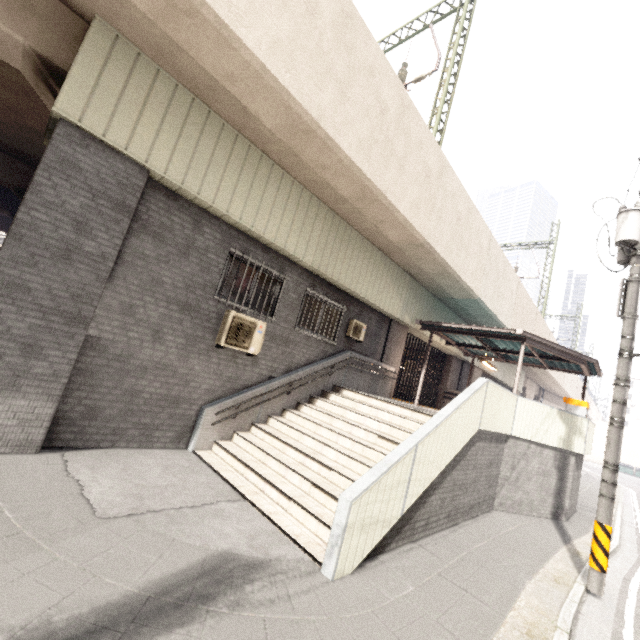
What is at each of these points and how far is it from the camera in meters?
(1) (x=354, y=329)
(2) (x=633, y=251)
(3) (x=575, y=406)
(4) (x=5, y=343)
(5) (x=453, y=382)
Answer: (1) air conditioner, 10.7 m
(2) utility pole, 6.9 m
(3) ticket machine, 12.1 m
(4) concrete pillar, 4.8 m
(5) concrete pillar, 17.5 m

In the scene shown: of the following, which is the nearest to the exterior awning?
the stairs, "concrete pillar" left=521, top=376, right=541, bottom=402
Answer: the stairs

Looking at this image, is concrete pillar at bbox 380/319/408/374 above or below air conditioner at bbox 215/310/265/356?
above

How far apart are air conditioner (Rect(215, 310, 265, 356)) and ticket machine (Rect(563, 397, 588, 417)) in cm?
1197

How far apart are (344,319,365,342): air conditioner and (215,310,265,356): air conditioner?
3.3m

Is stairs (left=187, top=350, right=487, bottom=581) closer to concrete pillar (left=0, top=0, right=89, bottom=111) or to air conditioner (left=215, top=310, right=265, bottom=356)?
air conditioner (left=215, top=310, right=265, bottom=356)

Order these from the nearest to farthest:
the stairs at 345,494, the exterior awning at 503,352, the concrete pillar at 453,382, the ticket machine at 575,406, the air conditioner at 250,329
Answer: the stairs at 345,494 → the air conditioner at 250,329 → the exterior awning at 503,352 → the ticket machine at 575,406 → the concrete pillar at 453,382

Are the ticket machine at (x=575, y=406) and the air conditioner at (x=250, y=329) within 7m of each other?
no
